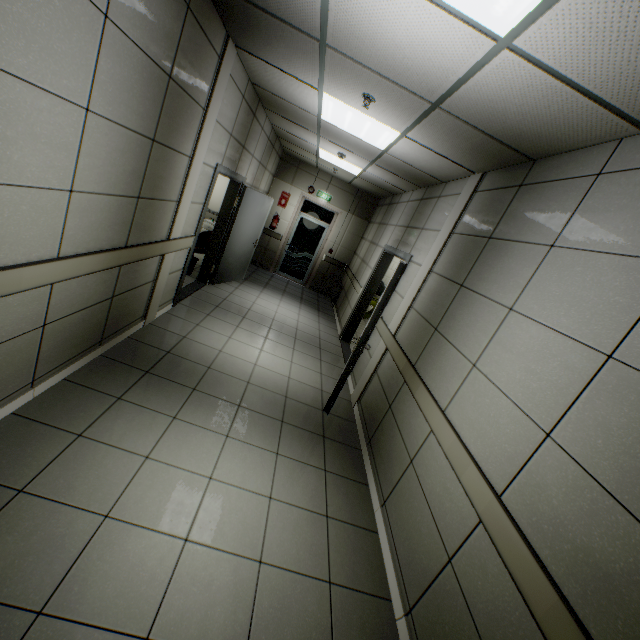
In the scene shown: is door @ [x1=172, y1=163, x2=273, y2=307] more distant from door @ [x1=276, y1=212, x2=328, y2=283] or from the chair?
door @ [x1=276, y1=212, x2=328, y2=283]

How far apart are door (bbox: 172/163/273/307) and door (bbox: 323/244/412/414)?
2.64m

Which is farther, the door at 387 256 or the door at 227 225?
the door at 227 225

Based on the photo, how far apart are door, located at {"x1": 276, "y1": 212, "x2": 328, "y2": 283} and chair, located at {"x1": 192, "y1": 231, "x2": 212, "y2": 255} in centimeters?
310cm

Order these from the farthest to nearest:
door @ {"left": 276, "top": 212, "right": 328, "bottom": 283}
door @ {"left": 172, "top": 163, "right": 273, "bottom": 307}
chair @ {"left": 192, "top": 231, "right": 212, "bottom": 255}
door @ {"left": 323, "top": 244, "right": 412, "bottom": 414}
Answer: door @ {"left": 276, "top": 212, "right": 328, "bottom": 283}
chair @ {"left": 192, "top": 231, "right": 212, "bottom": 255}
door @ {"left": 172, "top": 163, "right": 273, "bottom": 307}
door @ {"left": 323, "top": 244, "right": 412, "bottom": 414}

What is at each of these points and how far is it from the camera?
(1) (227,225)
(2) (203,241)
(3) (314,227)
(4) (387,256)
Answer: (1) door, 6.1m
(2) chair, 6.8m
(3) door, 9.8m
(4) door, 6.3m

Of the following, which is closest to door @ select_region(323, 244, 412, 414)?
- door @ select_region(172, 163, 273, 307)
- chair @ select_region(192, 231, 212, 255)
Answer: door @ select_region(172, 163, 273, 307)

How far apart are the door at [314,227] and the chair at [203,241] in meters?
3.1 m
